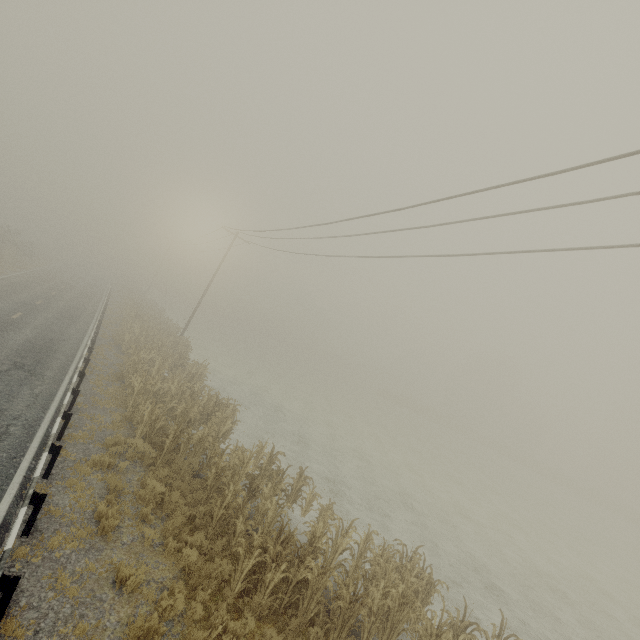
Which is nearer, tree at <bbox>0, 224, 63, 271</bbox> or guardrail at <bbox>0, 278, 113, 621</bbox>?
guardrail at <bbox>0, 278, 113, 621</bbox>

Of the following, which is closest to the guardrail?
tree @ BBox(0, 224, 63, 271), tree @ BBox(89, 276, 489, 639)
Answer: tree @ BBox(89, 276, 489, 639)

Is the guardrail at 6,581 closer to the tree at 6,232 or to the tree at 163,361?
the tree at 163,361

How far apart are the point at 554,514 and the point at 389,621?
34.5 meters

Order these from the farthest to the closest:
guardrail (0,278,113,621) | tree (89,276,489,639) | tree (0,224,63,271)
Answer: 1. tree (0,224,63,271)
2. tree (89,276,489,639)
3. guardrail (0,278,113,621)

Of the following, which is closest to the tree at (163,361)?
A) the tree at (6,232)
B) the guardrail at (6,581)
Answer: the guardrail at (6,581)
